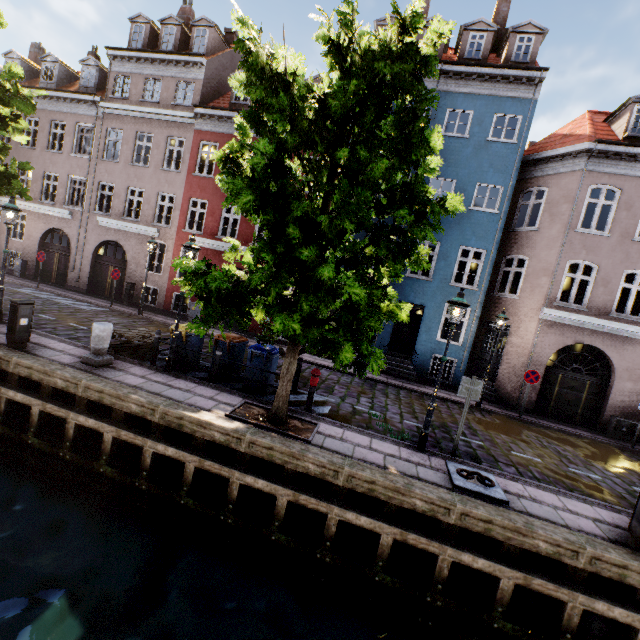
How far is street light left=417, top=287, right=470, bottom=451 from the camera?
7.1 meters

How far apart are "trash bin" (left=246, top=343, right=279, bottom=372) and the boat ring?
4.9m

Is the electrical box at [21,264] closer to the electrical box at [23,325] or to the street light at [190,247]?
the electrical box at [23,325]

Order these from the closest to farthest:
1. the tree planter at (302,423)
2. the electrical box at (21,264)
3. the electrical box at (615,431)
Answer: the tree planter at (302,423), the electrical box at (615,431), the electrical box at (21,264)

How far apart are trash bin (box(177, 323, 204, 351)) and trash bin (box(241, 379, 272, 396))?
1.66m

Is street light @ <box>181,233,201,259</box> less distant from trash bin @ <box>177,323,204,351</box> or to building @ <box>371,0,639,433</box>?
trash bin @ <box>177,323,204,351</box>

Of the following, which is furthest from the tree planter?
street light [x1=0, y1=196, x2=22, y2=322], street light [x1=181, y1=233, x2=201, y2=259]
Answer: street light [x1=0, y1=196, x2=22, y2=322]

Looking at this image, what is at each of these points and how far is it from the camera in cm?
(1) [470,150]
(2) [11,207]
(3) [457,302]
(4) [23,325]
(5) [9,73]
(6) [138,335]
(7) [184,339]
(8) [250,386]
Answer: (1) building, 1423
(2) street light, 947
(3) street light, 705
(4) electrical box, 817
(5) tree, 1051
(6) pallet, 962
(7) trash bin, 928
(8) trash bin, 905
